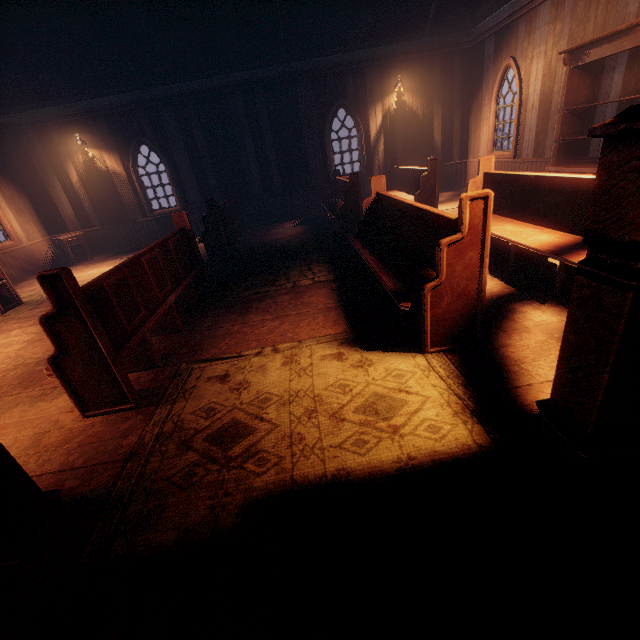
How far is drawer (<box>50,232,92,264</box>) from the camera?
9.6 meters

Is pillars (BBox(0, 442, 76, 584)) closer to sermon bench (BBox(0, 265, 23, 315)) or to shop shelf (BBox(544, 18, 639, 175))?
sermon bench (BBox(0, 265, 23, 315))

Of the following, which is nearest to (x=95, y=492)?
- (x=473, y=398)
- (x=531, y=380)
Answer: (x=473, y=398)

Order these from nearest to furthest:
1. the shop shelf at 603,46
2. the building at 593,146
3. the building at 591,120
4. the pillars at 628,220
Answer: the pillars at 628,220 → the shop shelf at 603,46 → the building at 591,120 → the building at 593,146

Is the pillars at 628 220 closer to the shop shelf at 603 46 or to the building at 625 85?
the building at 625 85

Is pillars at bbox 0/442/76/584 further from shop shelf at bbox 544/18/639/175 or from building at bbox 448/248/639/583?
shop shelf at bbox 544/18/639/175

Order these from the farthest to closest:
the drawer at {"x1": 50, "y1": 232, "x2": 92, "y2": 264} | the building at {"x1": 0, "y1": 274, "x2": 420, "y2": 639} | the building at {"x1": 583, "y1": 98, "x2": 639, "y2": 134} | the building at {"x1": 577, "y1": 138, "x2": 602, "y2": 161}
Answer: the drawer at {"x1": 50, "y1": 232, "x2": 92, "y2": 264} < the building at {"x1": 577, "y1": 138, "x2": 602, "y2": 161} < the building at {"x1": 583, "y1": 98, "x2": 639, "y2": 134} < the building at {"x1": 0, "y1": 274, "x2": 420, "y2": 639}

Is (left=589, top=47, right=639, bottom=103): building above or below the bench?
above
